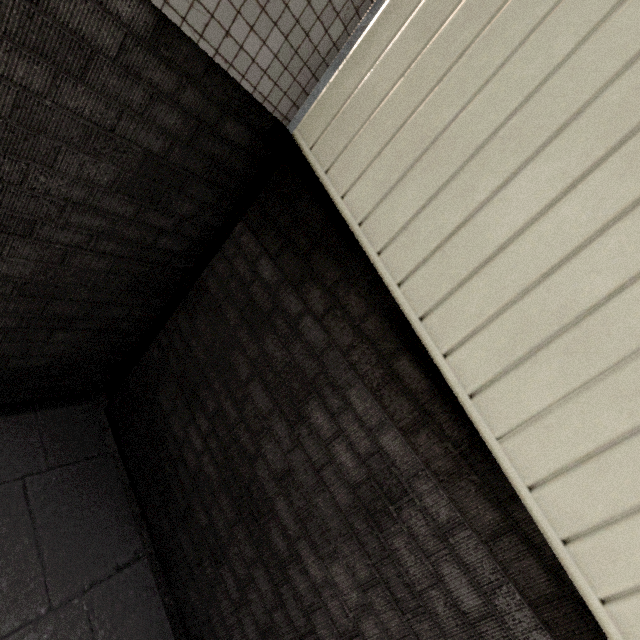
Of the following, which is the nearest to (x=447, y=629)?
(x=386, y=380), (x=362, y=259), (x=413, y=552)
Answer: (x=413, y=552)
